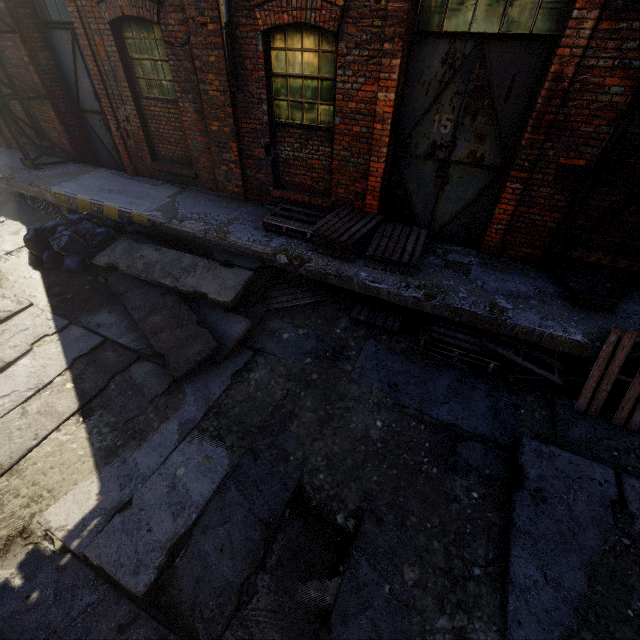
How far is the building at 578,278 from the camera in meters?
4.9 m

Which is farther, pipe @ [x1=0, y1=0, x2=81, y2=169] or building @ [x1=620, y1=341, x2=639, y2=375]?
pipe @ [x1=0, y1=0, x2=81, y2=169]

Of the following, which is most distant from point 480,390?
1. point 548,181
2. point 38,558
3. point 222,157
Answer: point 222,157

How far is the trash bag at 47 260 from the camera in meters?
6.5 m

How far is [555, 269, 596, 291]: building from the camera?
4.92m

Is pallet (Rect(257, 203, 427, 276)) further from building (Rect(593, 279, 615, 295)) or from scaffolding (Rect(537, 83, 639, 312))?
scaffolding (Rect(537, 83, 639, 312))

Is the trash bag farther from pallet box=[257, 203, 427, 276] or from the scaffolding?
the scaffolding

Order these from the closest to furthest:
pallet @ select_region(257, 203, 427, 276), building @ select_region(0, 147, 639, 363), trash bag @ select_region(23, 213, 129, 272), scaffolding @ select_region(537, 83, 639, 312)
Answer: scaffolding @ select_region(537, 83, 639, 312), building @ select_region(0, 147, 639, 363), pallet @ select_region(257, 203, 427, 276), trash bag @ select_region(23, 213, 129, 272)
